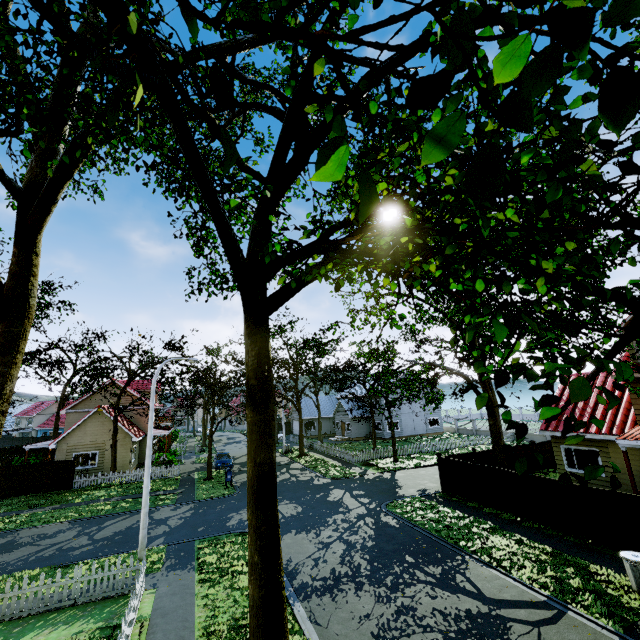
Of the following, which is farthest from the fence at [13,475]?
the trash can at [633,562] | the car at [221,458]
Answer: the car at [221,458]

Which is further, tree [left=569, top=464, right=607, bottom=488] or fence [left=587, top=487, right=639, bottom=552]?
fence [left=587, top=487, right=639, bottom=552]

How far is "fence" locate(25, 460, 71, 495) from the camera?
25.02m

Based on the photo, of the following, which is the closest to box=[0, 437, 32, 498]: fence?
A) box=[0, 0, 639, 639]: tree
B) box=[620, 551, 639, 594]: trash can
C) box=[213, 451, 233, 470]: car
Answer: box=[0, 0, 639, 639]: tree

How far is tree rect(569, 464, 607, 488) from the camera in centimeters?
252cm

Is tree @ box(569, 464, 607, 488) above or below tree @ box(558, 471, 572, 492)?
above

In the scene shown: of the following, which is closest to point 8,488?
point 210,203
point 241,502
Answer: point 241,502

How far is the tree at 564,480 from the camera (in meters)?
2.79
